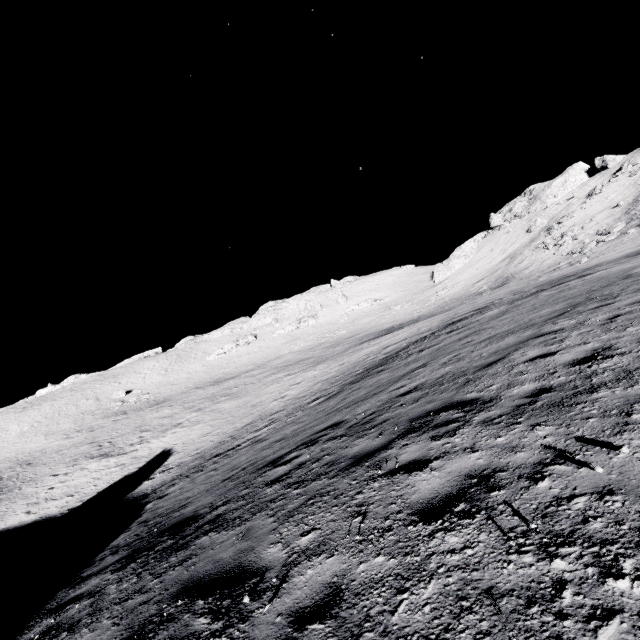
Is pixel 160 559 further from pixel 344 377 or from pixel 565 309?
pixel 344 377

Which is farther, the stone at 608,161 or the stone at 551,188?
the stone at 551,188

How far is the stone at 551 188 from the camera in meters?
56.8

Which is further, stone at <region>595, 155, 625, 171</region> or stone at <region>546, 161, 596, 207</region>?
stone at <region>546, 161, 596, 207</region>

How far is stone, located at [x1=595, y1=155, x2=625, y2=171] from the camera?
51.72m

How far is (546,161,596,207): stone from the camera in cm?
5681
